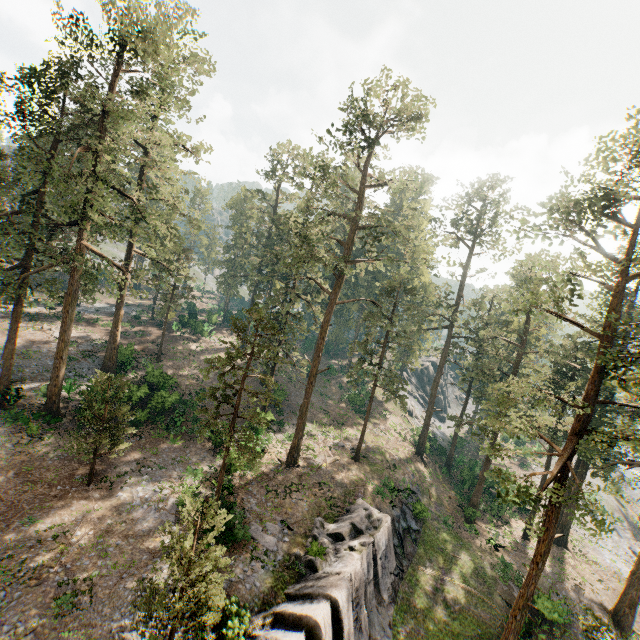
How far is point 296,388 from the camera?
44.53m

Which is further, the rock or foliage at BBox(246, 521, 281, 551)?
foliage at BBox(246, 521, 281, 551)

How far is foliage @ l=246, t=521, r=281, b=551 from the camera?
19.6m

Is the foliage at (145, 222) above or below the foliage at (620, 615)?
above

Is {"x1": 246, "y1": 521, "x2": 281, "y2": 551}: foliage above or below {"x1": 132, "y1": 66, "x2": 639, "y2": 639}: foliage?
below

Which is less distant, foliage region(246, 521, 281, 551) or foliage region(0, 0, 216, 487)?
foliage region(246, 521, 281, 551)

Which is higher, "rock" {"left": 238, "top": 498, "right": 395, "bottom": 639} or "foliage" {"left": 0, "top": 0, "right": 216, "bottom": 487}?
"foliage" {"left": 0, "top": 0, "right": 216, "bottom": 487}

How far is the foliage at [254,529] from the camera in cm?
1964
